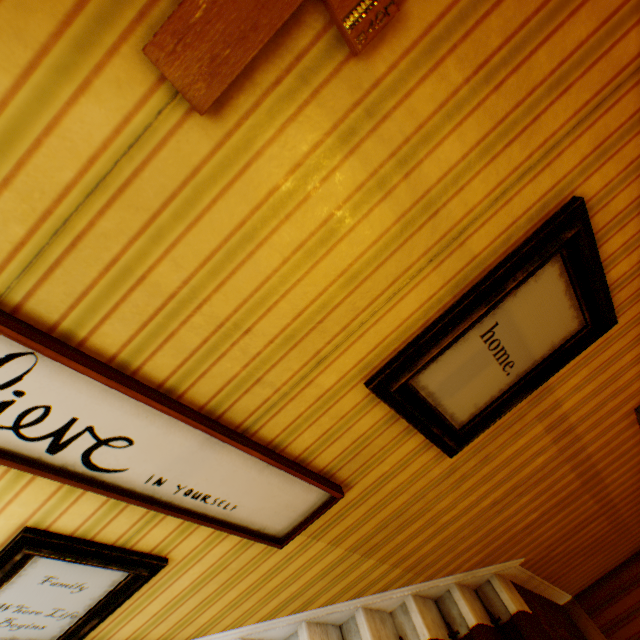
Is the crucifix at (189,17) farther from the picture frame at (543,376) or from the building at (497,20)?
the picture frame at (543,376)

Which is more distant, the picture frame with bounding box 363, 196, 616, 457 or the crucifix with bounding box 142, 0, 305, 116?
the picture frame with bounding box 363, 196, 616, 457

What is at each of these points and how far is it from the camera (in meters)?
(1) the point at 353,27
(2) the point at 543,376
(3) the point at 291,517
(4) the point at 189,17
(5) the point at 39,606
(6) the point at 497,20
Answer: (1) crucifix, 0.71
(2) picture frame, 1.49
(3) picture frame, 1.48
(4) crucifix, 0.63
(5) picture frame, 1.30
(6) building, 0.82

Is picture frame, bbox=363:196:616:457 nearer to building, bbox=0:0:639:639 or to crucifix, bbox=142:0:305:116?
building, bbox=0:0:639:639

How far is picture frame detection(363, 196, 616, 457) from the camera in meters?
1.2 m

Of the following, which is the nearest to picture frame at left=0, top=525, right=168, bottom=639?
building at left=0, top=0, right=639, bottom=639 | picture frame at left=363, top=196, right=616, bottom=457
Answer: building at left=0, top=0, right=639, bottom=639

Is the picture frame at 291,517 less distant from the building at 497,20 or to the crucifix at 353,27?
the building at 497,20
